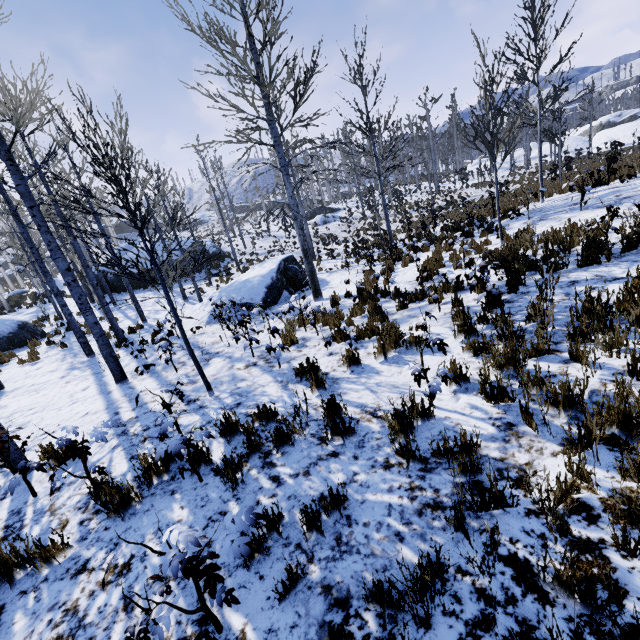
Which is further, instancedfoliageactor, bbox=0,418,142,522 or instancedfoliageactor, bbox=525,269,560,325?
instancedfoliageactor, bbox=525,269,560,325

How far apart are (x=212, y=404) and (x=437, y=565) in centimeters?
427cm

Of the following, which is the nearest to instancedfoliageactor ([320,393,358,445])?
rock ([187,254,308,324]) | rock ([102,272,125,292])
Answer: rock ([187,254,308,324])

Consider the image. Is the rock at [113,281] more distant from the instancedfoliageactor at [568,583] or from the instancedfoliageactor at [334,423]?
the instancedfoliageactor at [334,423]

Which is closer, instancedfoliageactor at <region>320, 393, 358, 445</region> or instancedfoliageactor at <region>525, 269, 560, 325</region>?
instancedfoliageactor at <region>320, 393, 358, 445</region>

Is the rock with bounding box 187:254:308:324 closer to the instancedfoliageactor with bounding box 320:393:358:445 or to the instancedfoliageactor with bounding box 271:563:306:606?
the instancedfoliageactor with bounding box 271:563:306:606

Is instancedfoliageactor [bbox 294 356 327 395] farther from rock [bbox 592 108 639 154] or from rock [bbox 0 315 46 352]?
rock [bbox 592 108 639 154]

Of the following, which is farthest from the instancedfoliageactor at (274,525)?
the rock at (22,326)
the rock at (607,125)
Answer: the rock at (607,125)
